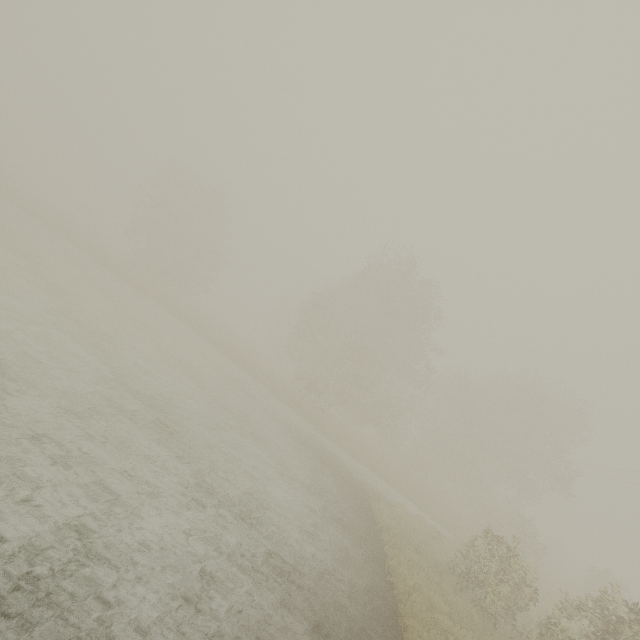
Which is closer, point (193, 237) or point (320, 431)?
point (320, 431)
